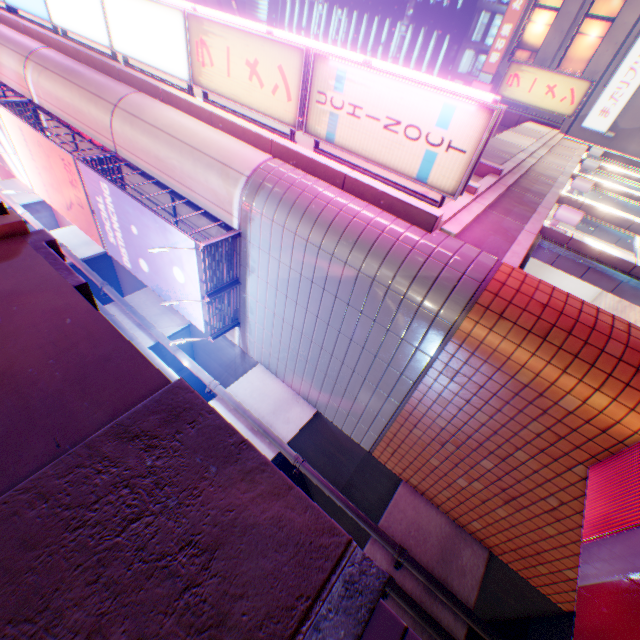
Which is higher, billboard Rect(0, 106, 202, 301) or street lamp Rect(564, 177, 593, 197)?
billboard Rect(0, 106, 202, 301)

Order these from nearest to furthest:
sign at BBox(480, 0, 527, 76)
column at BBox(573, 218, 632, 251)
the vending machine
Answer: the vending machine < column at BBox(573, 218, 632, 251) < sign at BBox(480, 0, 527, 76)

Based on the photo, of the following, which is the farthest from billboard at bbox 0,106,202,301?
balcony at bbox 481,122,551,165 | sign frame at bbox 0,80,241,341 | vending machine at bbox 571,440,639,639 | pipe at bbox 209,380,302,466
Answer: vending machine at bbox 571,440,639,639

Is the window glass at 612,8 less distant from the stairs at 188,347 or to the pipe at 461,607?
the stairs at 188,347

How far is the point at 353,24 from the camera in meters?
50.4

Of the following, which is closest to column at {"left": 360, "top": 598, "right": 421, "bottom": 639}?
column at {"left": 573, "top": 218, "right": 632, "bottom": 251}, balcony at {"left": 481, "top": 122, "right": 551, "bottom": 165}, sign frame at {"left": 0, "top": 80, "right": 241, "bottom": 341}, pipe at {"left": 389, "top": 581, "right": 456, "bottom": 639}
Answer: pipe at {"left": 389, "top": 581, "right": 456, "bottom": 639}

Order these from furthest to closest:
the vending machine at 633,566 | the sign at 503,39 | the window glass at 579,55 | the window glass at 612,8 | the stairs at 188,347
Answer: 1. the sign at 503,39
2. the window glass at 579,55
3. the window glass at 612,8
4. the stairs at 188,347
5. the vending machine at 633,566

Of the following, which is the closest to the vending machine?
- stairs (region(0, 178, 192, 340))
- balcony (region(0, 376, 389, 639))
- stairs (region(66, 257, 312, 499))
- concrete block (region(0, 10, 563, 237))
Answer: balcony (region(0, 376, 389, 639))
